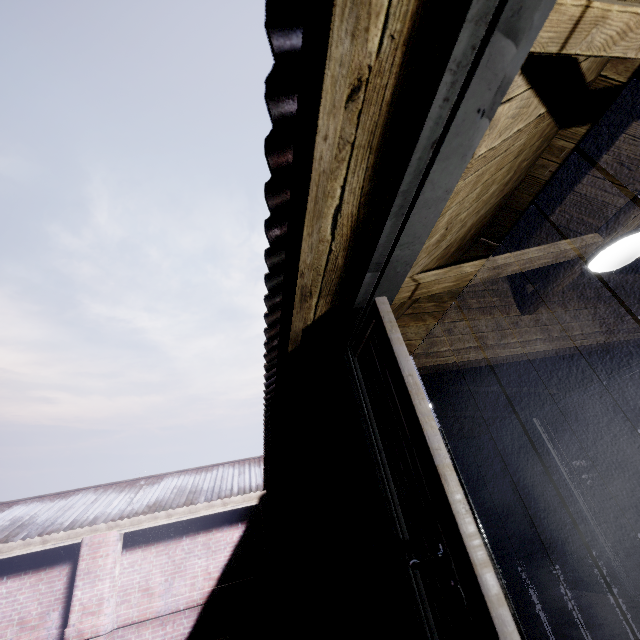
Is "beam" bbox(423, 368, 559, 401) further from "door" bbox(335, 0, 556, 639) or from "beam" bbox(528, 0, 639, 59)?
"door" bbox(335, 0, 556, 639)

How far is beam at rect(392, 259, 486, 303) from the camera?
1.4m

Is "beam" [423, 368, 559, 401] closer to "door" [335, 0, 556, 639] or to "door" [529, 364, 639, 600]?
"door" [529, 364, 639, 600]

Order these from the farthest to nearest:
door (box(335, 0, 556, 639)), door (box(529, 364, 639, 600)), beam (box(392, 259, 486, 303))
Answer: door (box(529, 364, 639, 600)) < beam (box(392, 259, 486, 303)) < door (box(335, 0, 556, 639))

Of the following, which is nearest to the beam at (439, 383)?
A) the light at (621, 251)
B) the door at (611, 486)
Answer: the door at (611, 486)

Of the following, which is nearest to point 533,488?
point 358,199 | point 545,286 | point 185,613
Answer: point 545,286

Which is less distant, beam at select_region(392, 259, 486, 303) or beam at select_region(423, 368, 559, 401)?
beam at select_region(392, 259, 486, 303)

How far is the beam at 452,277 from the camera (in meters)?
1.43
